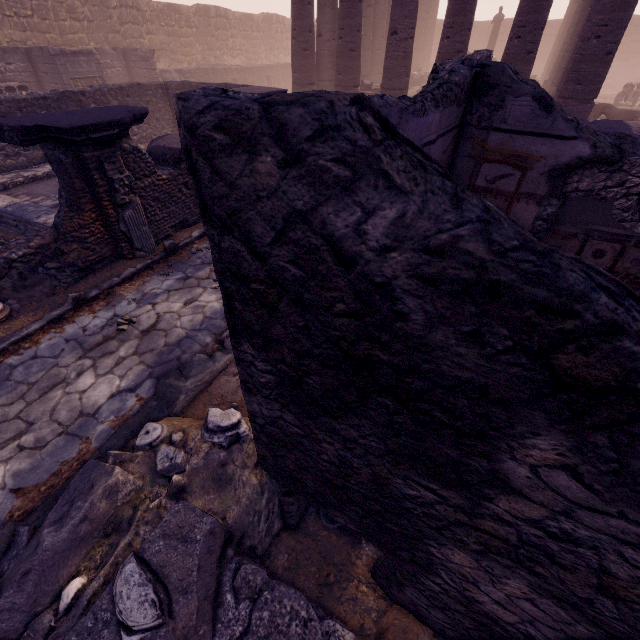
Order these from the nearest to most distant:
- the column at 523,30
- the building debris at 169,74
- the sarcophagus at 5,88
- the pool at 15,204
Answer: the pool at 15,204 < the column at 523,30 < the sarcophagus at 5,88 < the building debris at 169,74

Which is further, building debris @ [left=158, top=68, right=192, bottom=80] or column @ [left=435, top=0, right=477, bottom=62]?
building debris @ [left=158, top=68, right=192, bottom=80]

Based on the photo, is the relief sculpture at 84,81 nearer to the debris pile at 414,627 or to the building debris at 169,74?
the building debris at 169,74

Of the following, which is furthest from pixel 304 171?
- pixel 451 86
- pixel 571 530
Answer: pixel 451 86

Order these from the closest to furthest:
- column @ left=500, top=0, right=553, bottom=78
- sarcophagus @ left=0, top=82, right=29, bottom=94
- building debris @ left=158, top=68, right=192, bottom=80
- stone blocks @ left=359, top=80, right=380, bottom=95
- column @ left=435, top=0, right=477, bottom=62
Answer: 1. column @ left=500, top=0, right=553, bottom=78
2. column @ left=435, top=0, right=477, bottom=62
3. sarcophagus @ left=0, top=82, right=29, bottom=94
4. stone blocks @ left=359, top=80, right=380, bottom=95
5. building debris @ left=158, top=68, right=192, bottom=80

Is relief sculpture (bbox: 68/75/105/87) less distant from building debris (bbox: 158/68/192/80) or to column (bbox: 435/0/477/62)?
building debris (bbox: 158/68/192/80)

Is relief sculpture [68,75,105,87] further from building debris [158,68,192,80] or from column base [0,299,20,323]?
column base [0,299,20,323]

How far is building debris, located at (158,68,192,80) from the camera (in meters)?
17.17
